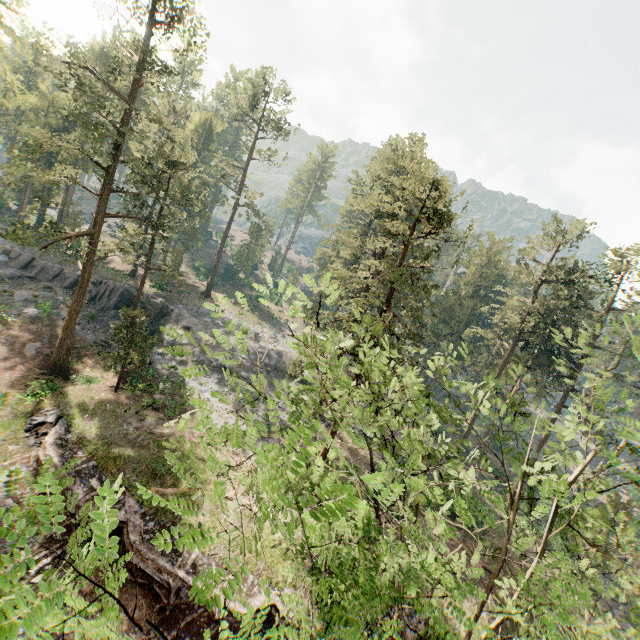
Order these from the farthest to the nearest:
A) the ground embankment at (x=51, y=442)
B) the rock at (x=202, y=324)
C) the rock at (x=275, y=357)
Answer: the rock at (x=275, y=357), the rock at (x=202, y=324), the ground embankment at (x=51, y=442)

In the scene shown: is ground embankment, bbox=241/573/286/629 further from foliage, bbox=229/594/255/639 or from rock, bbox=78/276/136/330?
rock, bbox=78/276/136/330

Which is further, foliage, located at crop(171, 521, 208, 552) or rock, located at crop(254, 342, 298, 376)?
rock, located at crop(254, 342, 298, 376)

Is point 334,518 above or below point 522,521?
above

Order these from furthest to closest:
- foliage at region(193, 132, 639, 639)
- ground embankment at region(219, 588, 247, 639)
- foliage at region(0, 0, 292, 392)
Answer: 1. foliage at region(0, 0, 292, 392)
2. ground embankment at region(219, 588, 247, 639)
3. foliage at region(193, 132, 639, 639)

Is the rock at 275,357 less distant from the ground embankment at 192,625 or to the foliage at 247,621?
the foliage at 247,621
